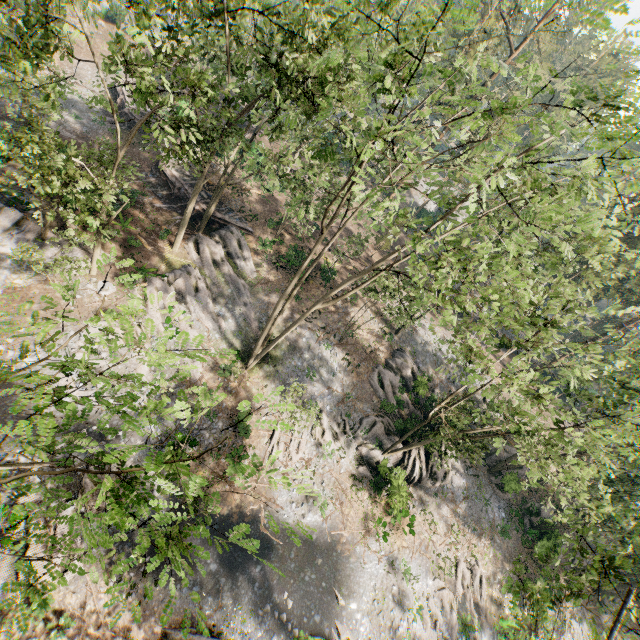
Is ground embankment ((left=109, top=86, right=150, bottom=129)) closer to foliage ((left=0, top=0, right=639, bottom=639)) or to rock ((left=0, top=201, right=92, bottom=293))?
rock ((left=0, top=201, right=92, bottom=293))

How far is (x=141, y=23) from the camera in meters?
14.9

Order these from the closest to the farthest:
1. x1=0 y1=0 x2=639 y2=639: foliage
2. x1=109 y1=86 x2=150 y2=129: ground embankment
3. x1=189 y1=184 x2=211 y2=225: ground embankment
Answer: x1=0 y1=0 x2=639 y2=639: foliage, x1=189 y1=184 x2=211 y2=225: ground embankment, x1=109 y1=86 x2=150 y2=129: ground embankment

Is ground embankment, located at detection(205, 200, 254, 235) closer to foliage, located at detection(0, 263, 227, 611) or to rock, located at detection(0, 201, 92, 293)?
foliage, located at detection(0, 263, 227, 611)

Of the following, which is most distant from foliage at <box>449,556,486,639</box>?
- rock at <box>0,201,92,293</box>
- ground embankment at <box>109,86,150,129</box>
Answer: ground embankment at <box>109,86,150,129</box>

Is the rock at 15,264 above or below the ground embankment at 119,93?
below

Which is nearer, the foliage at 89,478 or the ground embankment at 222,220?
the foliage at 89,478
